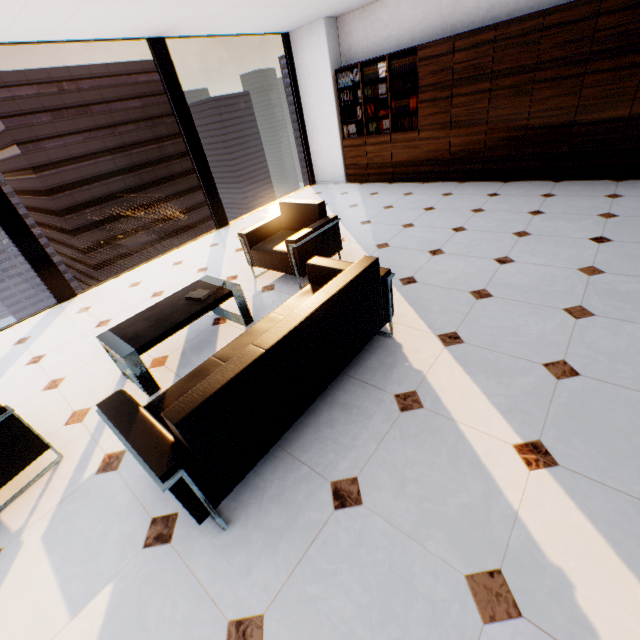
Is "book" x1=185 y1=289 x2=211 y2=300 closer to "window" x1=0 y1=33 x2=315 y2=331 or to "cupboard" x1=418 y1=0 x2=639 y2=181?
"window" x1=0 y1=33 x2=315 y2=331

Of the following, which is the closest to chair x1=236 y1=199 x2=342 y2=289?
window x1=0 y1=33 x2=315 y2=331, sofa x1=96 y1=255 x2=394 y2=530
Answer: sofa x1=96 y1=255 x2=394 y2=530

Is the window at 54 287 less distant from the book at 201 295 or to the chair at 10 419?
the chair at 10 419

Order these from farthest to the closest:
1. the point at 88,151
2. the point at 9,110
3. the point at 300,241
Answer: the point at 88,151 → the point at 9,110 → the point at 300,241

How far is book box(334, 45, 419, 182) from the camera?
5.91m

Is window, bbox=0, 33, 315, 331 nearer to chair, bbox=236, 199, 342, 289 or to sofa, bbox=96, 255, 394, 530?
chair, bbox=236, 199, 342, 289

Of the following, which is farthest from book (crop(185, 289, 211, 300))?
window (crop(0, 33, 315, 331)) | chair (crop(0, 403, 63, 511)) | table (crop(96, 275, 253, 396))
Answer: window (crop(0, 33, 315, 331))

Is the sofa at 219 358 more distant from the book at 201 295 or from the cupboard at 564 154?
the cupboard at 564 154
